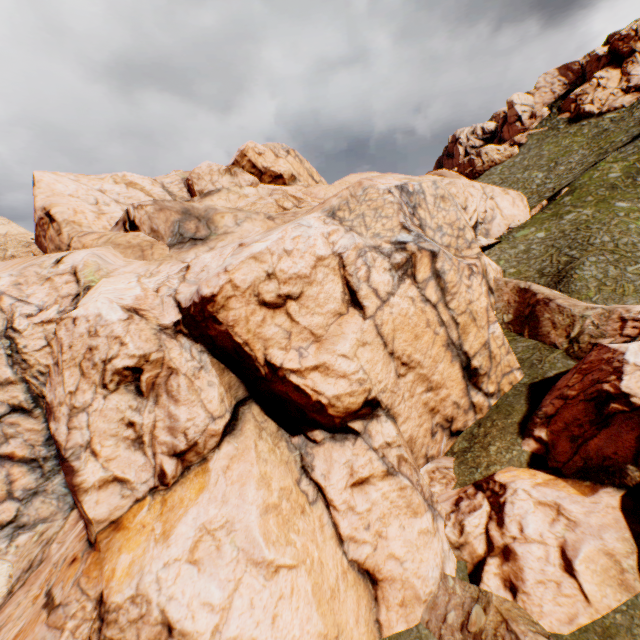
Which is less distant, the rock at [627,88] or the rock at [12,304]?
the rock at [12,304]

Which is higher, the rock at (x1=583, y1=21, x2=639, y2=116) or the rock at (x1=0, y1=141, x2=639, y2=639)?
the rock at (x1=583, y1=21, x2=639, y2=116)

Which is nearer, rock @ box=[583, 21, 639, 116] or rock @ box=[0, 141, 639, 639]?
rock @ box=[0, 141, 639, 639]

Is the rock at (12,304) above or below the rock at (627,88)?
below

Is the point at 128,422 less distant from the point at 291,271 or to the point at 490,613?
the point at 291,271
